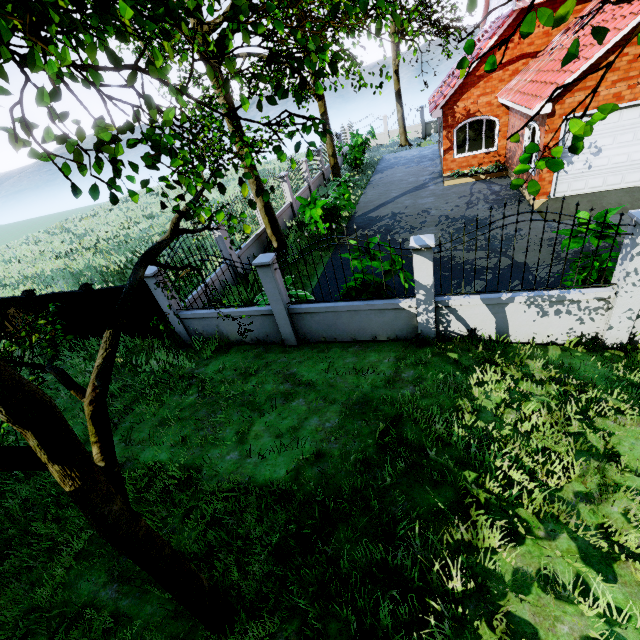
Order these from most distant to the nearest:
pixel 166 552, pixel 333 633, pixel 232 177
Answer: pixel 232 177, pixel 333 633, pixel 166 552

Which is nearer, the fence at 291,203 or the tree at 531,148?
the tree at 531,148

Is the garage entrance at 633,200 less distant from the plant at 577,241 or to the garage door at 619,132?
the garage door at 619,132

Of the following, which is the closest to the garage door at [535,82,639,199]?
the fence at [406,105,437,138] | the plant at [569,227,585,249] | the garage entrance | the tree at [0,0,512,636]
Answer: the garage entrance

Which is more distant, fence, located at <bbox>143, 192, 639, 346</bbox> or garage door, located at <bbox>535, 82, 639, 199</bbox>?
garage door, located at <bbox>535, 82, 639, 199</bbox>

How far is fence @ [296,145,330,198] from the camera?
18.1 meters

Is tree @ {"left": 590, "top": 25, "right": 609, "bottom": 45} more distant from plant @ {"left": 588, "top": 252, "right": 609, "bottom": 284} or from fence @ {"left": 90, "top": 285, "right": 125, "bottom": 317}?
plant @ {"left": 588, "top": 252, "right": 609, "bottom": 284}

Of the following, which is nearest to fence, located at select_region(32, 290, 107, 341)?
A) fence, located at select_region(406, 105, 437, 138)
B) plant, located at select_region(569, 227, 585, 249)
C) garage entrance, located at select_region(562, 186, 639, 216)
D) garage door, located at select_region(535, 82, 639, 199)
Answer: plant, located at select_region(569, 227, 585, 249)
